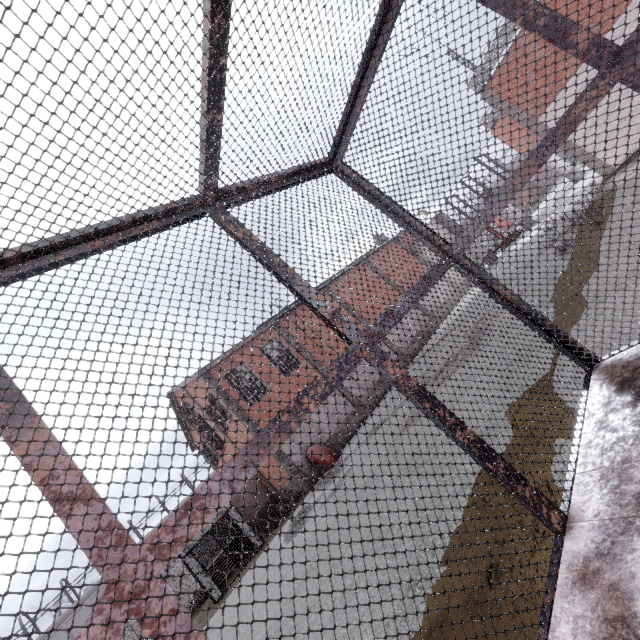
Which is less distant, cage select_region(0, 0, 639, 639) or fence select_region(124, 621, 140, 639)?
cage select_region(0, 0, 639, 639)

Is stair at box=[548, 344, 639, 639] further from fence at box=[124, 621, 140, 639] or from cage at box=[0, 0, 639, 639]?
fence at box=[124, 621, 140, 639]

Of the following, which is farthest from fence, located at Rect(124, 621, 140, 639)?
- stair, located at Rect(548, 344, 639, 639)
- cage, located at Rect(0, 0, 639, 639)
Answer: stair, located at Rect(548, 344, 639, 639)

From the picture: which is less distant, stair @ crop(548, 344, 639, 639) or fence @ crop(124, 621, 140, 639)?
stair @ crop(548, 344, 639, 639)

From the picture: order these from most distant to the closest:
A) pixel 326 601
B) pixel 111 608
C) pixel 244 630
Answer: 1. pixel 244 630
2. pixel 326 601
3. pixel 111 608

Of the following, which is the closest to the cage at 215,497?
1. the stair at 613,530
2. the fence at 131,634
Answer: the stair at 613,530

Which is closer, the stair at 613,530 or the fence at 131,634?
the stair at 613,530
